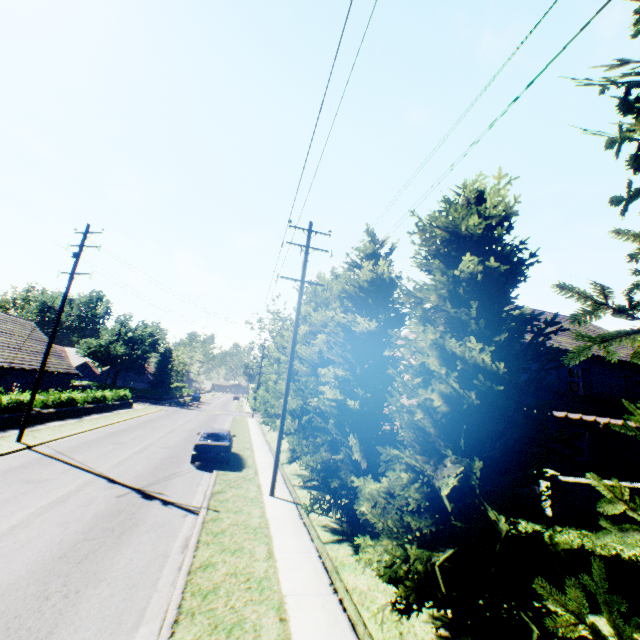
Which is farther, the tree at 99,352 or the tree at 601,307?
the tree at 99,352

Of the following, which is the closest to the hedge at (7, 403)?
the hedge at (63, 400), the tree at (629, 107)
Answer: the hedge at (63, 400)

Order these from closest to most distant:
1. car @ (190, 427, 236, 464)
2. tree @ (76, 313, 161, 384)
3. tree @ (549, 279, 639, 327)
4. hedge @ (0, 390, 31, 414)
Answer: tree @ (549, 279, 639, 327) < car @ (190, 427, 236, 464) < hedge @ (0, 390, 31, 414) < tree @ (76, 313, 161, 384)

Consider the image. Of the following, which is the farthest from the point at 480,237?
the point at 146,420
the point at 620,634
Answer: the point at 146,420

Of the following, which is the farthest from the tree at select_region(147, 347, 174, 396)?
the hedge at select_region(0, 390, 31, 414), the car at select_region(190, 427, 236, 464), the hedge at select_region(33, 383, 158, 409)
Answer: the hedge at select_region(33, 383, 158, 409)

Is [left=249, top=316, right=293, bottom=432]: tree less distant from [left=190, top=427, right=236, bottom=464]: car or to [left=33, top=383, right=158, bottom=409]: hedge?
[left=190, top=427, right=236, bottom=464]: car
